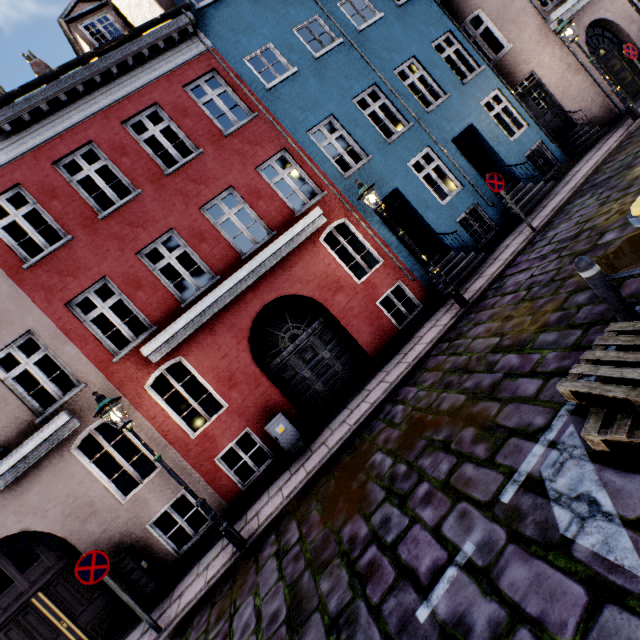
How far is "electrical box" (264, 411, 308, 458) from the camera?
7.9m

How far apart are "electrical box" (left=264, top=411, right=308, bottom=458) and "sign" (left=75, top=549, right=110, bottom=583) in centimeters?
358cm

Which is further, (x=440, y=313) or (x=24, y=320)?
(x=440, y=313)

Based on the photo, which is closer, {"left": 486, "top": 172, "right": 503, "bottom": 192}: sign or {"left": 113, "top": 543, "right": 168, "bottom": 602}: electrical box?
{"left": 113, "top": 543, "right": 168, "bottom": 602}: electrical box

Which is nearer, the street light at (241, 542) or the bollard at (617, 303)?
the bollard at (617, 303)

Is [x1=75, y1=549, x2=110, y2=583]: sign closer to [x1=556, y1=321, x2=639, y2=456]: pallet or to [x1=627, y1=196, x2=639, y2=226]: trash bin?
[x1=556, y1=321, x2=639, y2=456]: pallet

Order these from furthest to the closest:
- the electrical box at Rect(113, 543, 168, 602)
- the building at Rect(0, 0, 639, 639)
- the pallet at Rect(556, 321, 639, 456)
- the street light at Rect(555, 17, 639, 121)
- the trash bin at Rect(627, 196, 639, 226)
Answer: the street light at Rect(555, 17, 639, 121), the building at Rect(0, 0, 639, 639), the electrical box at Rect(113, 543, 168, 602), the trash bin at Rect(627, 196, 639, 226), the pallet at Rect(556, 321, 639, 456)

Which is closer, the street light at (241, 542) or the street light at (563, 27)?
the street light at (241, 542)
